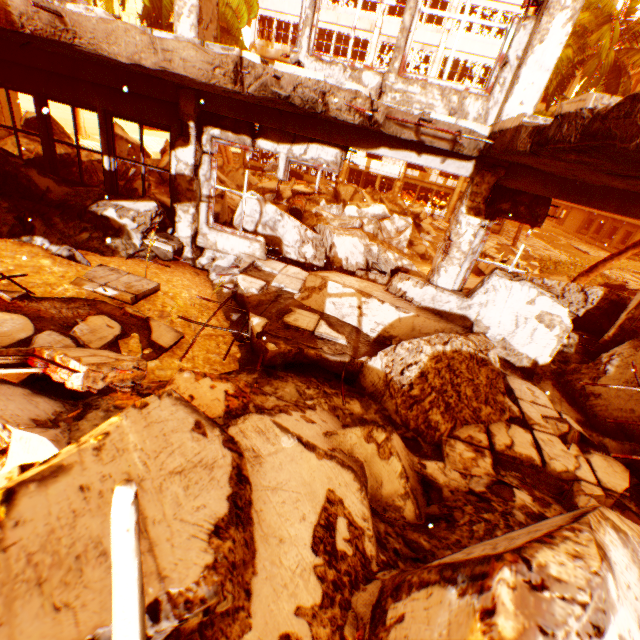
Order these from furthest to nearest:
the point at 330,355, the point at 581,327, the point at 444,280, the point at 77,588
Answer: the point at 581,327, the point at 444,280, the point at 330,355, the point at 77,588

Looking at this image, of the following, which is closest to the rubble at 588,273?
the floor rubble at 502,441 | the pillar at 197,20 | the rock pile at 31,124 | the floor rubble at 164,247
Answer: the rock pile at 31,124

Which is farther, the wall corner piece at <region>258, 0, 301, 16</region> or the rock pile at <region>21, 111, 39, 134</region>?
the wall corner piece at <region>258, 0, 301, 16</region>

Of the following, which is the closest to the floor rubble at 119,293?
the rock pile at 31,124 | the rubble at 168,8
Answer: the rock pile at 31,124

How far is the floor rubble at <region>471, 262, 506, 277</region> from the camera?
12.5 meters

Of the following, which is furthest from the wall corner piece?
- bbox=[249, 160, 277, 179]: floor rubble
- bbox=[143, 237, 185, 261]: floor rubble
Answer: bbox=[143, 237, 185, 261]: floor rubble

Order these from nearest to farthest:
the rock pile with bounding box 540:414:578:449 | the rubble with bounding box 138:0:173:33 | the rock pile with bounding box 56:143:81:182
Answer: the rock pile with bounding box 540:414:578:449
the rock pile with bounding box 56:143:81:182
the rubble with bounding box 138:0:173:33

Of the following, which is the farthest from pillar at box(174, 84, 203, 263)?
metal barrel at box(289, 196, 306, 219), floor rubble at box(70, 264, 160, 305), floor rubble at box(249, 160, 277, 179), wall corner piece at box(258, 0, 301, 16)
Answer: floor rubble at box(249, 160, 277, 179)
